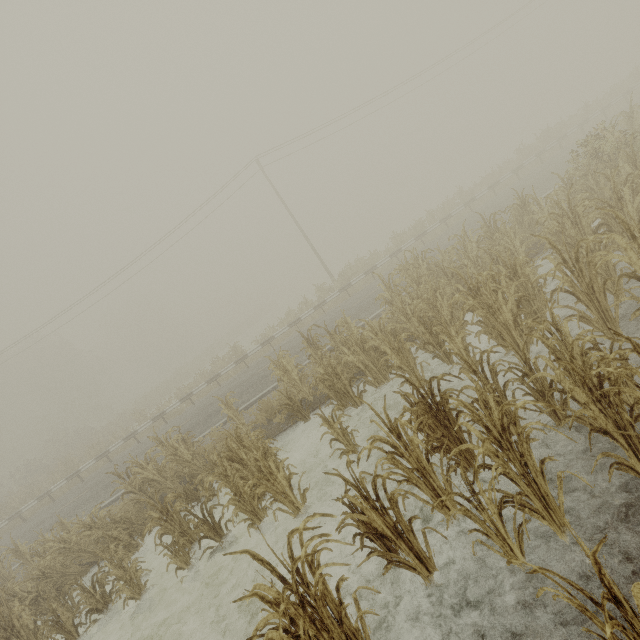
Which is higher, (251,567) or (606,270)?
(606,270)

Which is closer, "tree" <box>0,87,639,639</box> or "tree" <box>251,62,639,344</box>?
"tree" <box>0,87,639,639</box>

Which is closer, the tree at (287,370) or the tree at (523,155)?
the tree at (287,370)
